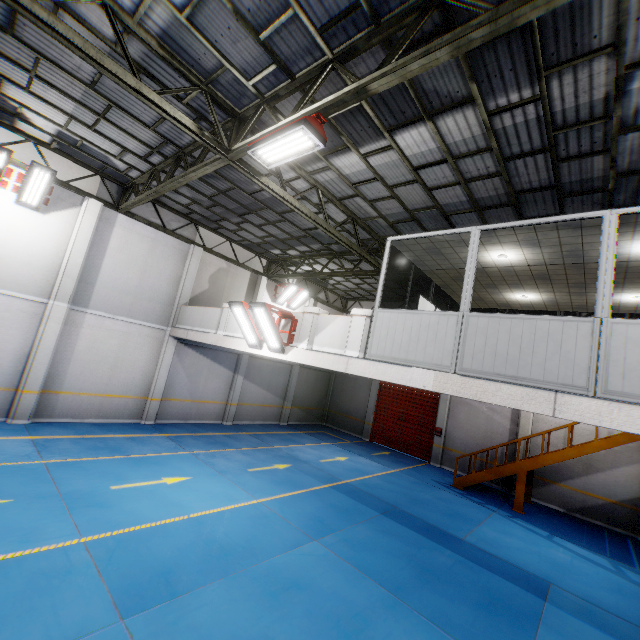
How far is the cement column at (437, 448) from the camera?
16.99m

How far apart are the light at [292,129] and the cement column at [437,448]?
15.08m

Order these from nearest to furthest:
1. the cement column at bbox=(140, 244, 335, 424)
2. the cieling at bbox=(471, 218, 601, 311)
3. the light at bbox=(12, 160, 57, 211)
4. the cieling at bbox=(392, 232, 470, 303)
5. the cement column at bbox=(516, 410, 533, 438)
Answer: the cieling at bbox=(471, 218, 601, 311) < the cieling at bbox=(392, 232, 470, 303) < the light at bbox=(12, 160, 57, 211) < the cement column at bbox=(140, 244, 335, 424) < the cement column at bbox=(516, 410, 533, 438)

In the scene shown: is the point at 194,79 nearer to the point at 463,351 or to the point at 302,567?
the point at 463,351

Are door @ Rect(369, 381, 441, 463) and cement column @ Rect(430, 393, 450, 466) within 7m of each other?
yes

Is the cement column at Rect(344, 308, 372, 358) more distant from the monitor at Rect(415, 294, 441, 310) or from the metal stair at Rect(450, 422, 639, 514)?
the metal stair at Rect(450, 422, 639, 514)

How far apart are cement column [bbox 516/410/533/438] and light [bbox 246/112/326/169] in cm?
1521

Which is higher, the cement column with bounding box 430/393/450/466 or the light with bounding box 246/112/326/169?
the light with bounding box 246/112/326/169
